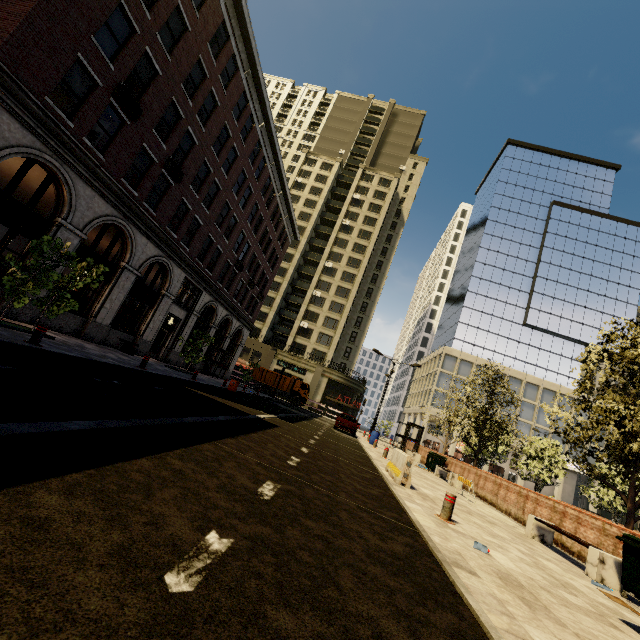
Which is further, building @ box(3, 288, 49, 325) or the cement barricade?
building @ box(3, 288, 49, 325)

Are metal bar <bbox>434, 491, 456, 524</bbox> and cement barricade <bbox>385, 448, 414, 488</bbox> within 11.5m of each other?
yes

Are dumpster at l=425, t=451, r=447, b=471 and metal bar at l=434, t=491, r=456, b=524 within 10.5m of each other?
no

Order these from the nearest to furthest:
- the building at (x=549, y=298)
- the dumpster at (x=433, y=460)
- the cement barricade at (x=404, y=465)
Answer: the cement barricade at (x=404, y=465) → the dumpster at (x=433, y=460) → the building at (x=549, y=298)

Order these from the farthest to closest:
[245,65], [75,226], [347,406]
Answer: [347,406] → [245,65] → [75,226]

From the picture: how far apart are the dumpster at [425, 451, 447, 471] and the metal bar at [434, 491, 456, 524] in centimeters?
1385cm

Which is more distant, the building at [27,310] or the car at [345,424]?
the car at [345,424]

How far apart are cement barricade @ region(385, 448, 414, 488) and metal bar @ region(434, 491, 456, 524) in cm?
219
